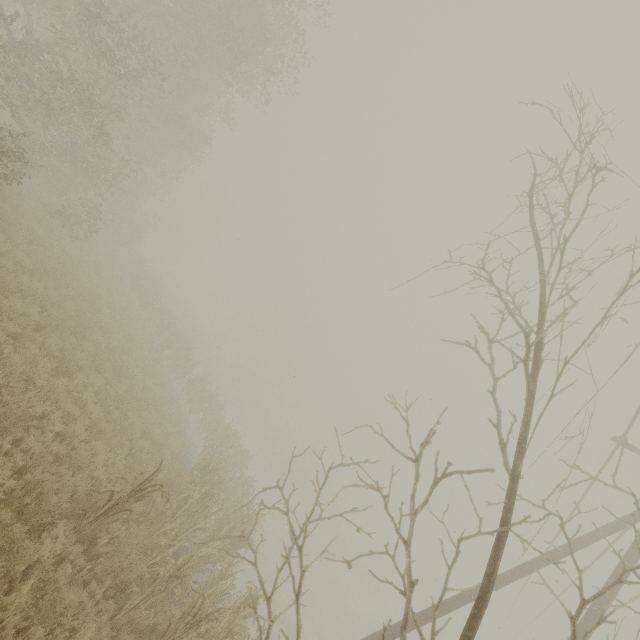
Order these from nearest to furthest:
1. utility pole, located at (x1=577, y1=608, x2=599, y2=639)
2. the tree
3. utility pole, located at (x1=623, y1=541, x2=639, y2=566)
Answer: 1. the tree
2. utility pole, located at (x1=577, y1=608, x2=599, y2=639)
3. utility pole, located at (x1=623, y1=541, x2=639, y2=566)

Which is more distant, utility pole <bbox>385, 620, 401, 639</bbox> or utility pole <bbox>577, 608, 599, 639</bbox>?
utility pole <bbox>385, 620, 401, 639</bbox>

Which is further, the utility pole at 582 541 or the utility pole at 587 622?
the utility pole at 582 541

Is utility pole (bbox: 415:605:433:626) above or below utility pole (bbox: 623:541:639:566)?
below

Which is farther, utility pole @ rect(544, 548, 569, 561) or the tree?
utility pole @ rect(544, 548, 569, 561)

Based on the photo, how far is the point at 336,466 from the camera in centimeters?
397cm

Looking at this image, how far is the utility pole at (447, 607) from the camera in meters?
7.6

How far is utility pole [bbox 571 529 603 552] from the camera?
7.7m
